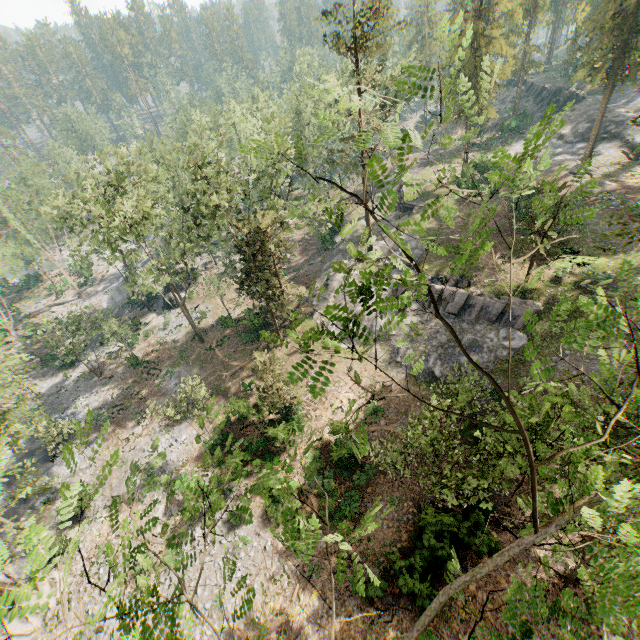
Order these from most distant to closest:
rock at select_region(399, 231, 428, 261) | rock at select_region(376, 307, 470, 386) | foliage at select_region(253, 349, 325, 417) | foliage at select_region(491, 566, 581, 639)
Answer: rock at select_region(399, 231, 428, 261)
rock at select_region(376, 307, 470, 386)
foliage at select_region(491, 566, 581, 639)
foliage at select_region(253, 349, 325, 417)

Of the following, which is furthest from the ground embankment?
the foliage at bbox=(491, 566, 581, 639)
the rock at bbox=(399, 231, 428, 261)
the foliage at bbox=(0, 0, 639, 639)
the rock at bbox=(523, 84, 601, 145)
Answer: the foliage at bbox=(491, 566, 581, 639)

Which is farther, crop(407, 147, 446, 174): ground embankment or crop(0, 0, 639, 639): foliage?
crop(407, 147, 446, 174): ground embankment

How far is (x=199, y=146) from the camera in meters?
40.0 m

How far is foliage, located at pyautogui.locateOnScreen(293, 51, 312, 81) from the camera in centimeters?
4853cm

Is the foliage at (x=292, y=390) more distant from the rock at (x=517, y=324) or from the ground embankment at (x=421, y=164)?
the ground embankment at (x=421, y=164)

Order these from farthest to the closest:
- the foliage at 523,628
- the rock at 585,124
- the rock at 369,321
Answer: the rock at 585,124, the rock at 369,321, the foliage at 523,628

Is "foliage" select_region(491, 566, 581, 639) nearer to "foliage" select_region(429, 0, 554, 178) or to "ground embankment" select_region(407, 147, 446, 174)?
"foliage" select_region(429, 0, 554, 178)
